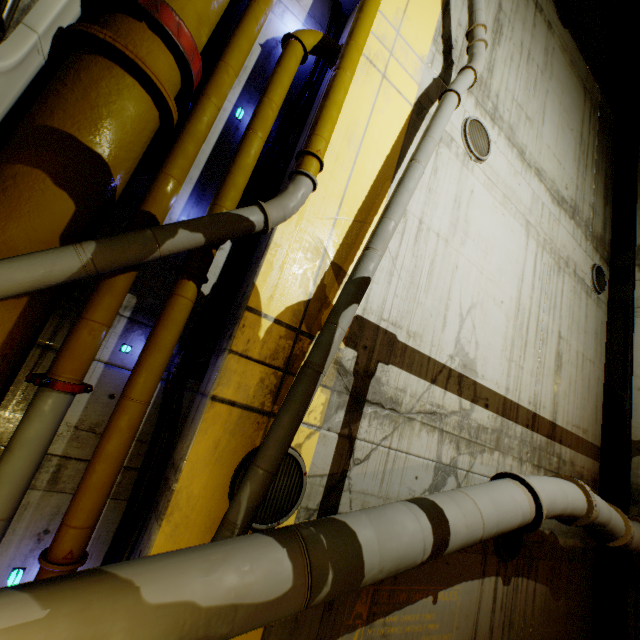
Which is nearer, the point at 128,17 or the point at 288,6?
the point at 128,17

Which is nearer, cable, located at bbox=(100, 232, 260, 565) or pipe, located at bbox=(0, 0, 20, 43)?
→ pipe, located at bbox=(0, 0, 20, 43)

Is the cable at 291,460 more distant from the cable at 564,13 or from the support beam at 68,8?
the cable at 564,13

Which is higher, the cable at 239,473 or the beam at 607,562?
the cable at 239,473

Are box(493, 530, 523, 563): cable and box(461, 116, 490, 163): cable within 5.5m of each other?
no

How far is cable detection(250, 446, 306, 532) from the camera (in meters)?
3.15

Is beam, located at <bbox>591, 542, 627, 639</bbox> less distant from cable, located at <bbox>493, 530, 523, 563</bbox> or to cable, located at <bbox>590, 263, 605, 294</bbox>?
cable, located at <bbox>590, 263, 605, 294</bbox>

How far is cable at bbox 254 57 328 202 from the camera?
3.9m
